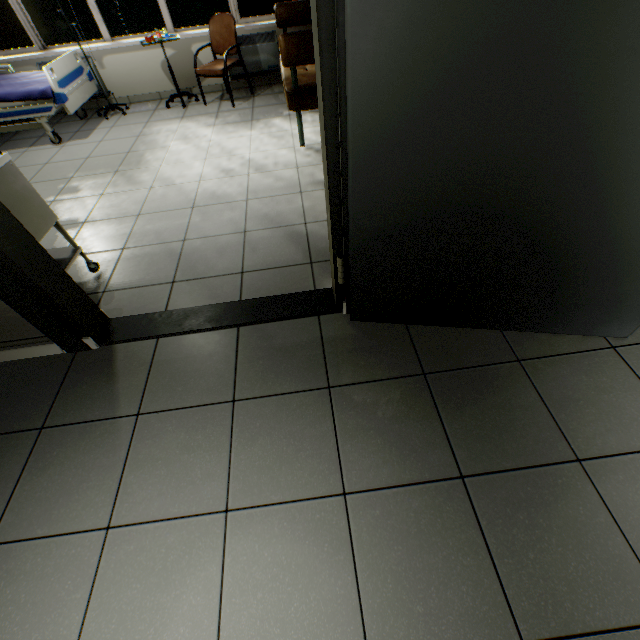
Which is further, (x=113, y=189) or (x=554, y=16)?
(x=113, y=189)

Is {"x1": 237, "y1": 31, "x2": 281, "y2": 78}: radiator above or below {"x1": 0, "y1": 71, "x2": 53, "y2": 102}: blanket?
below

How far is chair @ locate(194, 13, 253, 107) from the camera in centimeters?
430cm

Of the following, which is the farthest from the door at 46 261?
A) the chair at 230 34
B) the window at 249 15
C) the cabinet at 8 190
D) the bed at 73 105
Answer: the window at 249 15

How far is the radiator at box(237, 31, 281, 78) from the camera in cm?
469

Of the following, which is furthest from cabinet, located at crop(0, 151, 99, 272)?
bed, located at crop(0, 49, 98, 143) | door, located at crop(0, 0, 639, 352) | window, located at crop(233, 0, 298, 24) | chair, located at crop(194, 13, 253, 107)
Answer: window, located at crop(233, 0, 298, 24)

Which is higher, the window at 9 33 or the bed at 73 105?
the window at 9 33

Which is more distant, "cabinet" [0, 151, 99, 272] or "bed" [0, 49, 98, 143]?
"bed" [0, 49, 98, 143]
